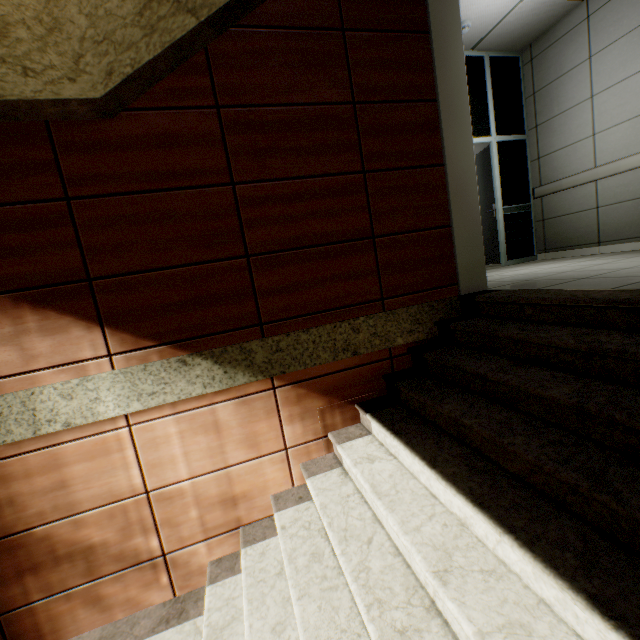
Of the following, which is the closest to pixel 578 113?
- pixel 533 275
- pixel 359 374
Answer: pixel 533 275

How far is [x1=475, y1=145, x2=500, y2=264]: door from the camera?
5.58m

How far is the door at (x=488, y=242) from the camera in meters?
5.6 m

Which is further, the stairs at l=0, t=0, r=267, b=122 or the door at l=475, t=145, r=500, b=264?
the door at l=475, t=145, r=500, b=264

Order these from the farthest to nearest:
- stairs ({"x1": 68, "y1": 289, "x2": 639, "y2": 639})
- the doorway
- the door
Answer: the door
the doorway
stairs ({"x1": 68, "y1": 289, "x2": 639, "y2": 639})

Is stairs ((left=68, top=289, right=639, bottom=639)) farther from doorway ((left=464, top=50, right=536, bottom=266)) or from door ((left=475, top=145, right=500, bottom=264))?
door ((left=475, top=145, right=500, bottom=264))

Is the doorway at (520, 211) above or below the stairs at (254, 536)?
above
